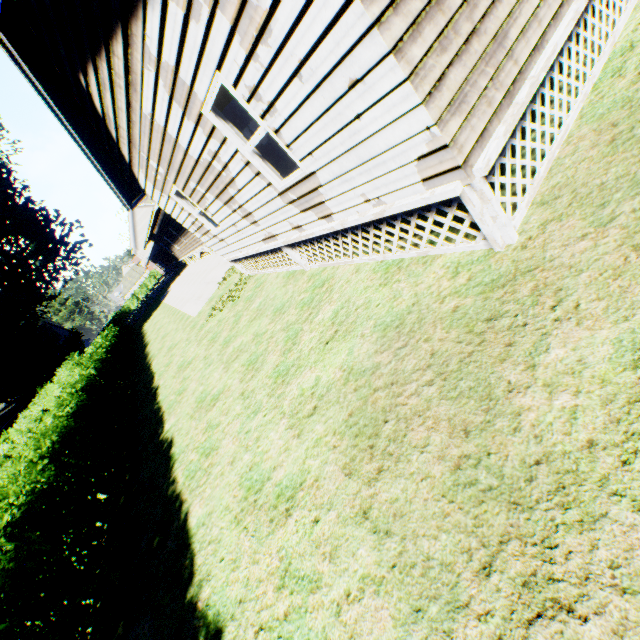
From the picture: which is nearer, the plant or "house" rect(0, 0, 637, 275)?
"house" rect(0, 0, 637, 275)

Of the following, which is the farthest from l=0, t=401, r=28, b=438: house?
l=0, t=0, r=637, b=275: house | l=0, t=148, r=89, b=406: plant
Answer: l=0, t=0, r=637, b=275: house

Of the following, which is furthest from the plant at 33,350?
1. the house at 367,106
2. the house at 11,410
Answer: the house at 367,106

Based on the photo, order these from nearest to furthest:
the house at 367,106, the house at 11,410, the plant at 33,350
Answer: the house at 367,106 < the plant at 33,350 < the house at 11,410

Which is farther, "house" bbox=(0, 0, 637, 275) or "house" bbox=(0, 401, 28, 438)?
"house" bbox=(0, 401, 28, 438)

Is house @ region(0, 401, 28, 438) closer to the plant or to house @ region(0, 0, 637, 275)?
the plant

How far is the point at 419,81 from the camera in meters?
2.8 m
